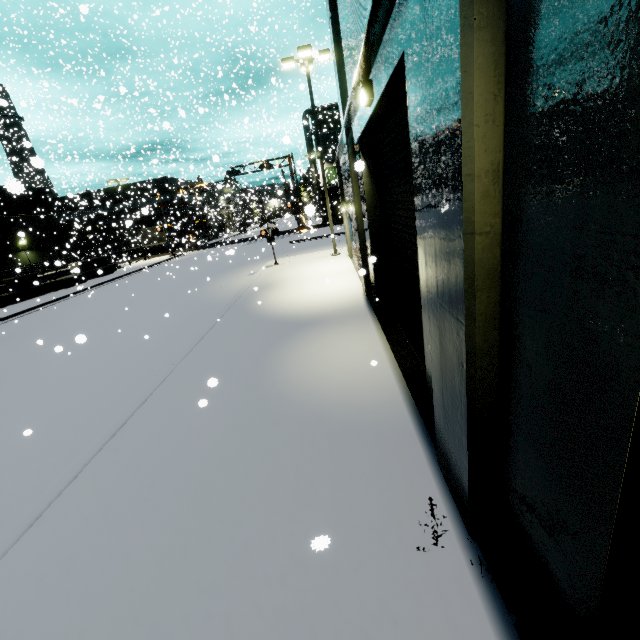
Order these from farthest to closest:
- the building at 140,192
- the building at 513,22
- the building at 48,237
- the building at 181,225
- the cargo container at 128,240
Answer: the cargo container at 128,240
the building at 140,192
the building at 181,225
the building at 48,237
the building at 513,22

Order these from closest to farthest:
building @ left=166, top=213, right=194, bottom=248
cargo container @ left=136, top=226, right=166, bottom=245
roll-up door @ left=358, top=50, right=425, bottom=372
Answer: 1. roll-up door @ left=358, top=50, right=425, bottom=372
2. building @ left=166, top=213, right=194, bottom=248
3. cargo container @ left=136, top=226, right=166, bottom=245

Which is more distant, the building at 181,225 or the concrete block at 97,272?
the building at 181,225

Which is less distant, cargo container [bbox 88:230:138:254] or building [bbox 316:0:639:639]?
building [bbox 316:0:639:639]

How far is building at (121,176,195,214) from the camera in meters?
39.2

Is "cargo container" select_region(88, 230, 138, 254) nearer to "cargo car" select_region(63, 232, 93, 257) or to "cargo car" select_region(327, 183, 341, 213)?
"cargo car" select_region(63, 232, 93, 257)

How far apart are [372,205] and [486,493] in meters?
7.3 m

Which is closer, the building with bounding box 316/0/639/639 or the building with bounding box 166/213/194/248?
the building with bounding box 316/0/639/639
